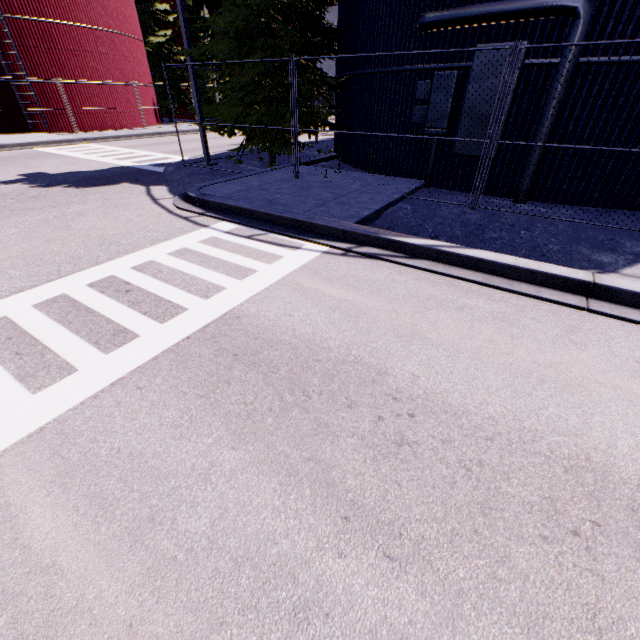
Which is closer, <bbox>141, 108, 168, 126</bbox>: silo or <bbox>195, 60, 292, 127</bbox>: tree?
<bbox>195, 60, 292, 127</bbox>: tree

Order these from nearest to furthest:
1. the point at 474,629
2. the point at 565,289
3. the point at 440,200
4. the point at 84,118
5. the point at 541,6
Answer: the point at 474,629 → the point at 565,289 → the point at 541,6 → the point at 440,200 → the point at 84,118

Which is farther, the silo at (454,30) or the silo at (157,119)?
the silo at (157,119)

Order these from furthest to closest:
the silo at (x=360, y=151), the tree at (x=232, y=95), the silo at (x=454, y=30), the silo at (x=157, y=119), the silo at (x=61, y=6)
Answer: the silo at (x=157, y=119) < the silo at (x=61, y=6) < the tree at (x=232, y=95) < the silo at (x=360, y=151) < the silo at (x=454, y=30)

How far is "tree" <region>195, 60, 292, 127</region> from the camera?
10.25m

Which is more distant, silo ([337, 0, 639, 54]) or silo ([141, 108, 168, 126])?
silo ([141, 108, 168, 126])

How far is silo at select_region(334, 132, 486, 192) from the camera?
8.99m
